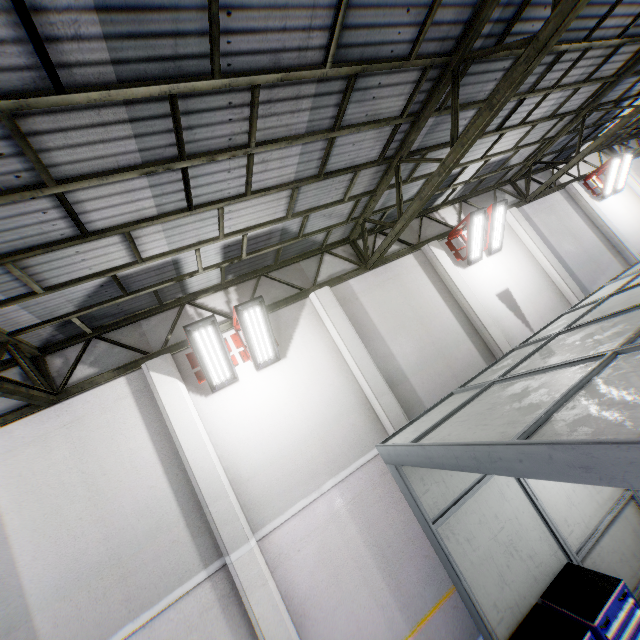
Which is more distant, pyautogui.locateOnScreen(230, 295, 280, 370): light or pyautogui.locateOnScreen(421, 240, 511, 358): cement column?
pyautogui.locateOnScreen(421, 240, 511, 358): cement column

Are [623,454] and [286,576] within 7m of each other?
yes

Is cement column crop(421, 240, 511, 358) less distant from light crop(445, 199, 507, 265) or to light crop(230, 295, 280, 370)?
light crop(445, 199, 507, 265)

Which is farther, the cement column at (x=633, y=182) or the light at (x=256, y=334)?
the cement column at (x=633, y=182)

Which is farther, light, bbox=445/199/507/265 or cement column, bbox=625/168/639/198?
cement column, bbox=625/168/639/198

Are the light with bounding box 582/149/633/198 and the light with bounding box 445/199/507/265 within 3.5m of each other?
no

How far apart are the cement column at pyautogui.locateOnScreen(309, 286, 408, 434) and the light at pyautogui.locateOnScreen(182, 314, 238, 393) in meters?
2.2 m

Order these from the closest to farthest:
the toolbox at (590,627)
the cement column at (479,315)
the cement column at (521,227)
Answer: the toolbox at (590,627) → the cement column at (479,315) → the cement column at (521,227)
